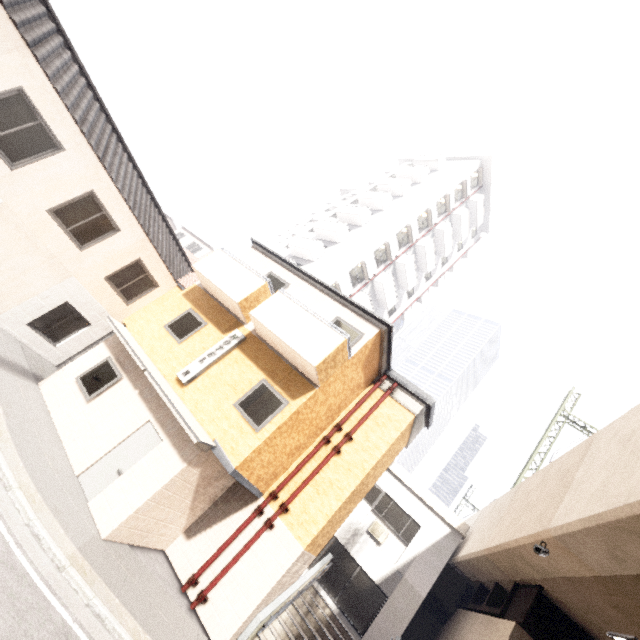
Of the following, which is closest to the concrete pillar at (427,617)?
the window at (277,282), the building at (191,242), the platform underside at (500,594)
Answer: the platform underside at (500,594)

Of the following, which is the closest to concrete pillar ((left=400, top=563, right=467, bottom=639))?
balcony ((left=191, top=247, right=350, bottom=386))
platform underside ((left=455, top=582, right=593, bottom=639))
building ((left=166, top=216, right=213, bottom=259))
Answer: platform underside ((left=455, top=582, right=593, bottom=639))

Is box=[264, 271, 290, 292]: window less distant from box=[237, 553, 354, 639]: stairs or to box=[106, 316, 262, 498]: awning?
box=[106, 316, 262, 498]: awning

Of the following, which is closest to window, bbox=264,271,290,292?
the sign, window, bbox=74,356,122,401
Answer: the sign

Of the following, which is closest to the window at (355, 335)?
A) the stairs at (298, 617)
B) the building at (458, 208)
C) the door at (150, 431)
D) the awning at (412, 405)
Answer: the awning at (412, 405)

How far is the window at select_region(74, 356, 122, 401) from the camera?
9.9 meters

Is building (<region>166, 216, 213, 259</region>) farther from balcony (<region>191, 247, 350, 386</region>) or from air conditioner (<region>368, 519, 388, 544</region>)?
air conditioner (<region>368, 519, 388, 544</region>)

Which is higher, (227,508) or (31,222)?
(31,222)
